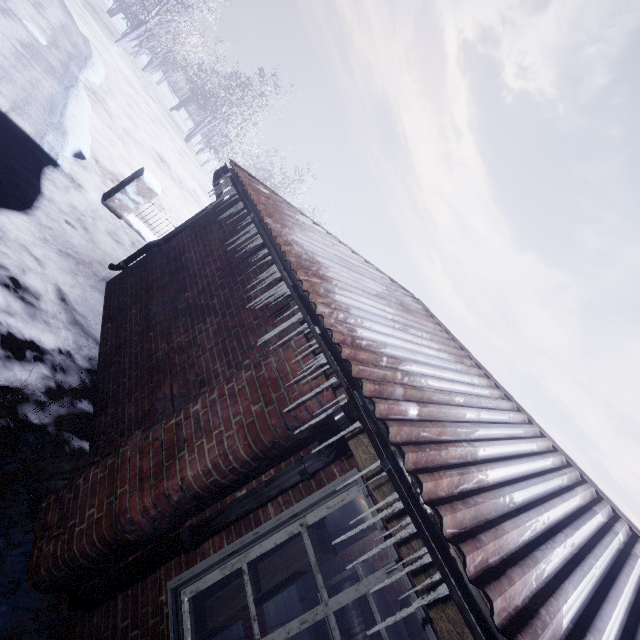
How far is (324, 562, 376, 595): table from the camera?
3.8m

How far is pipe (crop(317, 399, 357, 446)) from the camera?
1.6 meters

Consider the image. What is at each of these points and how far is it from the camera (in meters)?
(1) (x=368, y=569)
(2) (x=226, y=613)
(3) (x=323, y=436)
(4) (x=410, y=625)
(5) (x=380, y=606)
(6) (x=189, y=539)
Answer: (1) table, 3.96
(2) pallet, 1.85
(3) pipe, 1.61
(4) pipe, 3.54
(5) table, 3.64
(6) pipe, 1.85

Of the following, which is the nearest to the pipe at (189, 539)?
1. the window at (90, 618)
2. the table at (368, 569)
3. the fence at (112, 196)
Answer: the window at (90, 618)

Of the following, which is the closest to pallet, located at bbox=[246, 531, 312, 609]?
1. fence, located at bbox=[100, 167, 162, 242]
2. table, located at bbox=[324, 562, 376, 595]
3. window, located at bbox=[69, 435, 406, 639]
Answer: window, located at bbox=[69, 435, 406, 639]

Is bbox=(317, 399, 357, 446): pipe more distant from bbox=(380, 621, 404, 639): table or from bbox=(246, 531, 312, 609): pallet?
bbox=(380, 621, 404, 639): table

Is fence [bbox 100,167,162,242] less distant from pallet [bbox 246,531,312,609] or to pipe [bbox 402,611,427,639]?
pallet [bbox 246,531,312,609]

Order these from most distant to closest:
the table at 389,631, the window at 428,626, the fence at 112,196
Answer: the fence at 112,196 → the table at 389,631 → the window at 428,626
